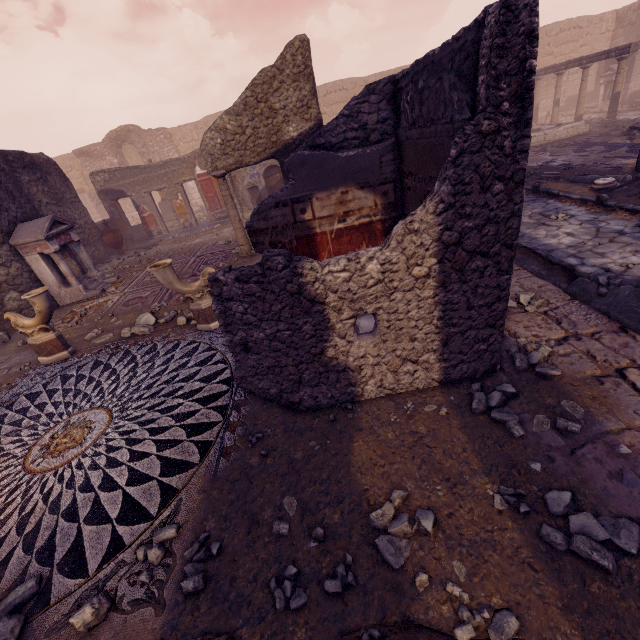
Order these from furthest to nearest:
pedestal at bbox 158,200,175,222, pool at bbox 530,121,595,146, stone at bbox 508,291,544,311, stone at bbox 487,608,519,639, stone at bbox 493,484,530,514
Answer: pedestal at bbox 158,200,175,222, pool at bbox 530,121,595,146, stone at bbox 508,291,544,311, stone at bbox 493,484,530,514, stone at bbox 487,608,519,639

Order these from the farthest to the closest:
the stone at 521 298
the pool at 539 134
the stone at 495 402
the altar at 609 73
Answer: the altar at 609 73
the pool at 539 134
the stone at 521 298
the stone at 495 402

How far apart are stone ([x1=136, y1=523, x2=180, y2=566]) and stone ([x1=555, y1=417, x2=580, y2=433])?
2.7m

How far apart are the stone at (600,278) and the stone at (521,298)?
0.8m

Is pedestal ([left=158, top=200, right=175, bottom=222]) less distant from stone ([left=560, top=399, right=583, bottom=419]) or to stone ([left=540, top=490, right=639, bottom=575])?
stone ([left=560, top=399, right=583, bottom=419])

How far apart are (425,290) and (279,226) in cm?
259

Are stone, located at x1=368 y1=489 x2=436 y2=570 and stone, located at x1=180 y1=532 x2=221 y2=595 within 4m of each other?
yes

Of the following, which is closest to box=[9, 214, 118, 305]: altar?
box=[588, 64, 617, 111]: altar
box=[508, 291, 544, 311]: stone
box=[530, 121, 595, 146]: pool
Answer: box=[508, 291, 544, 311]: stone
